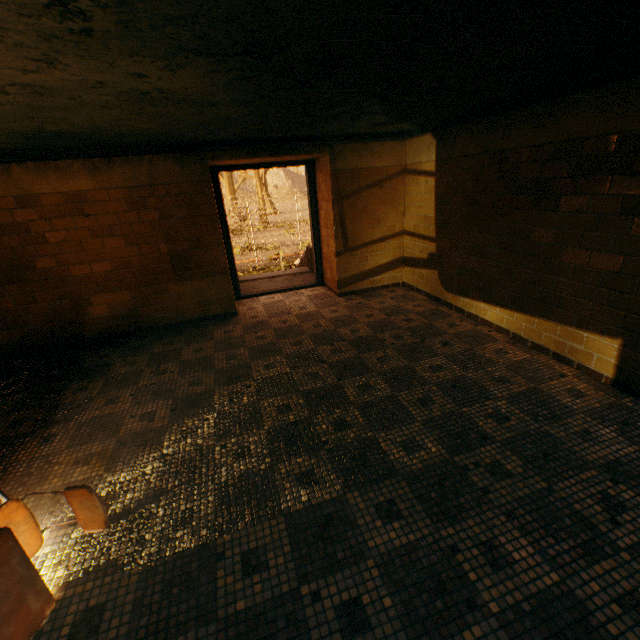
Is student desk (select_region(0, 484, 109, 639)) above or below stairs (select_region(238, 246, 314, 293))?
above

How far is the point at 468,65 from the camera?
1.9m

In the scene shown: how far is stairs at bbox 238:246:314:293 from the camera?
6.7 meters

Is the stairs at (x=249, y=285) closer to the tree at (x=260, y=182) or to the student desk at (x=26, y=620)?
the tree at (x=260, y=182)

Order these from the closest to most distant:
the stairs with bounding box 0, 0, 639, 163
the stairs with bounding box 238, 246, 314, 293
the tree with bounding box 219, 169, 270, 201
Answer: the stairs with bounding box 0, 0, 639, 163 → the stairs with bounding box 238, 246, 314, 293 → the tree with bounding box 219, 169, 270, 201

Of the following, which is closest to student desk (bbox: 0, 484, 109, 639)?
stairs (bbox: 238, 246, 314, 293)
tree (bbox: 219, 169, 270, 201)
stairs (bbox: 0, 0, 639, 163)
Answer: stairs (bbox: 0, 0, 639, 163)

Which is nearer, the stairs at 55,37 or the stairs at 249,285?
the stairs at 55,37
